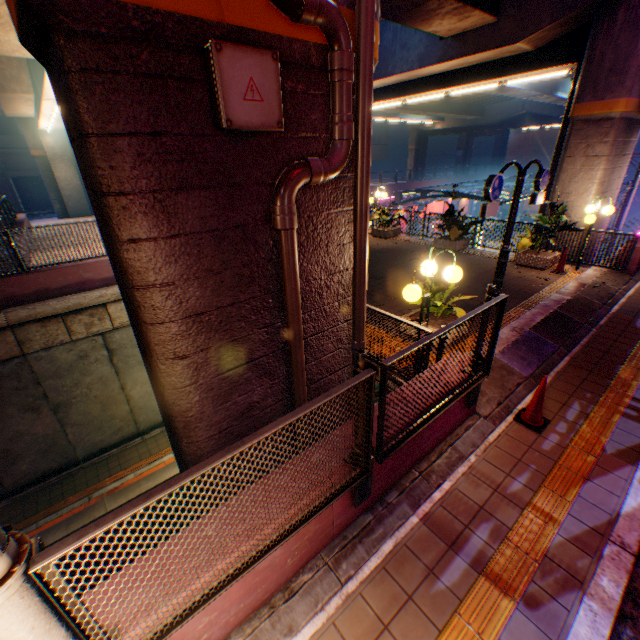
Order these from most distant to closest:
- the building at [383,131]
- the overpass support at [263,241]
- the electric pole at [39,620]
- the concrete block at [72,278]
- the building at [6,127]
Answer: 1. the building at [383,131]
2. the building at [6,127]
3. the concrete block at [72,278]
4. the overpass support at [263,241]
5. the electric pole at [39,620]

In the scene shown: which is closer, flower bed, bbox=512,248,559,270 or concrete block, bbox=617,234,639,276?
concrete block, bbox=617,234,639,276

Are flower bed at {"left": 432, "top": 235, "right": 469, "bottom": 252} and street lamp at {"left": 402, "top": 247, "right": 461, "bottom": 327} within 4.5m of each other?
no

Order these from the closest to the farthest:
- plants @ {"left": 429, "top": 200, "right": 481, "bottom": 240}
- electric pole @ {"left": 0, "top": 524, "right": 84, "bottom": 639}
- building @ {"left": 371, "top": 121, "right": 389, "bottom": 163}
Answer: electric pole @ {"left": 0, "top": 524, "right": 84, "bottom": 639}
plants @ {"left": 429, "top": 200, "right": 481, "bottom": 240}
building @ {"left": 371, "top": 121, "right": 389, "bottom": 163}

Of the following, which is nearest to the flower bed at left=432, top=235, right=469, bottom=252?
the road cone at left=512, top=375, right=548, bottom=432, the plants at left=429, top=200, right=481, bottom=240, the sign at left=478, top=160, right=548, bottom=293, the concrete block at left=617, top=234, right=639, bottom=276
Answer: the plants at left=429, top=200, right=481, bottom=240

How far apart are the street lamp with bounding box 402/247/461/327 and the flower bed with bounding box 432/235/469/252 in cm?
842

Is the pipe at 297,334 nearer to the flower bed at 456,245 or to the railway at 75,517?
the railway at 75,517

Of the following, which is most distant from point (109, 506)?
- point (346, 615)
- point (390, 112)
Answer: point (390, 112)
